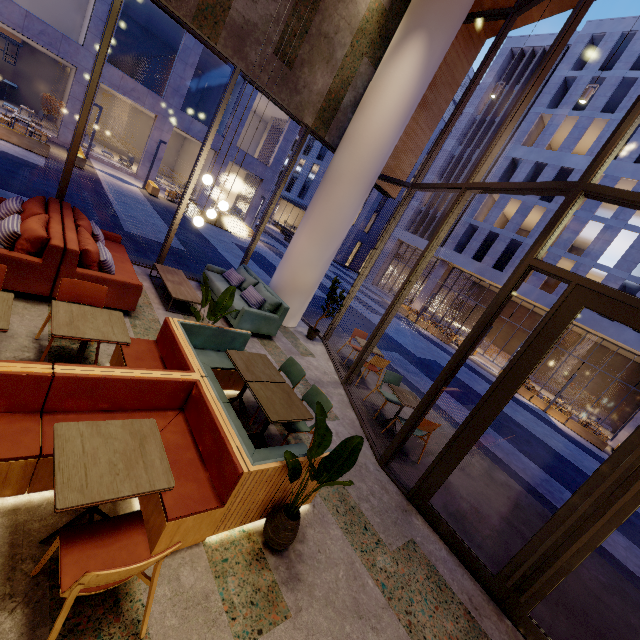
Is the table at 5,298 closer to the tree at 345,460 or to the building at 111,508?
the building at 111,508

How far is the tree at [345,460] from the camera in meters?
2.6

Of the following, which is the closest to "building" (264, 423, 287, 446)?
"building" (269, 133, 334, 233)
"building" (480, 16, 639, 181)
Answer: "building" (480, 16, 639, 181)

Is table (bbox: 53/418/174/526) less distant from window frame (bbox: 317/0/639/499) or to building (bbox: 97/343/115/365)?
building (bbox: 97/343/115/365)

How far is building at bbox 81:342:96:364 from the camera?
3.8 meters

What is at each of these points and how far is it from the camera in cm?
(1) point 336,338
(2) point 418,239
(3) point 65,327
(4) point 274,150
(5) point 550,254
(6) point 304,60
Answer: (1) building, 990
(2) building, 3362
(3) table, 299
(4) building, 2478
(5) building, 2448
(6) building, 693

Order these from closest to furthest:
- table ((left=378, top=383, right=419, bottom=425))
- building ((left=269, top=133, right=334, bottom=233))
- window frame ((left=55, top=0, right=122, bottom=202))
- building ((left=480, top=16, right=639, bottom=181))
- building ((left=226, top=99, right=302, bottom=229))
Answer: window frame ((left=55, top=0, right=122, bottom=202))
table ((left=378, top=383, right=419, bottom=425))
building ((left=480, top=16, right=639, bottom=181))
building ((left=226, top=99, right=302, bottom=229))
building ((left=269, top=133, right=334, bottom=233))

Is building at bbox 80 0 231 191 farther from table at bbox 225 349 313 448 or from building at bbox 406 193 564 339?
table at bbox 225 349 313 448
